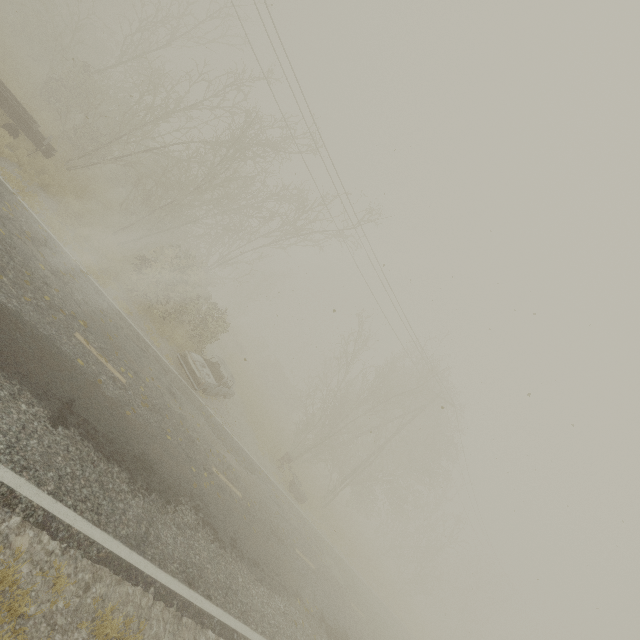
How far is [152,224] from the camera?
19.0 meters

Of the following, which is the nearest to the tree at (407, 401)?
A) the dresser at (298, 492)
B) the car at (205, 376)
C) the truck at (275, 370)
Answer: the dresser at (298, 492)

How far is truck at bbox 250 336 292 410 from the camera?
39.0 meters

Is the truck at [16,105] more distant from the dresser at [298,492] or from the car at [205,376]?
the dresser at [298,492]

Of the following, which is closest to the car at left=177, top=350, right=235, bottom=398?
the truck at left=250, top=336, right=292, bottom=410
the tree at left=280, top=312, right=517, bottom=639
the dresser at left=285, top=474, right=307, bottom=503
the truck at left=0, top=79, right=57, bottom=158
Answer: the dresser at left=285, top=474, right=307, bottom=503

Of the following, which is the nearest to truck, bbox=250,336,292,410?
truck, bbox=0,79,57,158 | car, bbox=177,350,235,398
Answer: car, bbox=177,350,235,398

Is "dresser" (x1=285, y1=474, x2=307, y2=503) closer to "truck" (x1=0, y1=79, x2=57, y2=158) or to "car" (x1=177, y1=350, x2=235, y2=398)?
"car" (x1=177, y1=350, x2=235, y2=398)

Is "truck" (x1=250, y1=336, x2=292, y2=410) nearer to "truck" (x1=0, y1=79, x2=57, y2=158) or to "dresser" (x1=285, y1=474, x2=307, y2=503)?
"dresser" (x1=285, y1=474, x2=307, y2=503)
